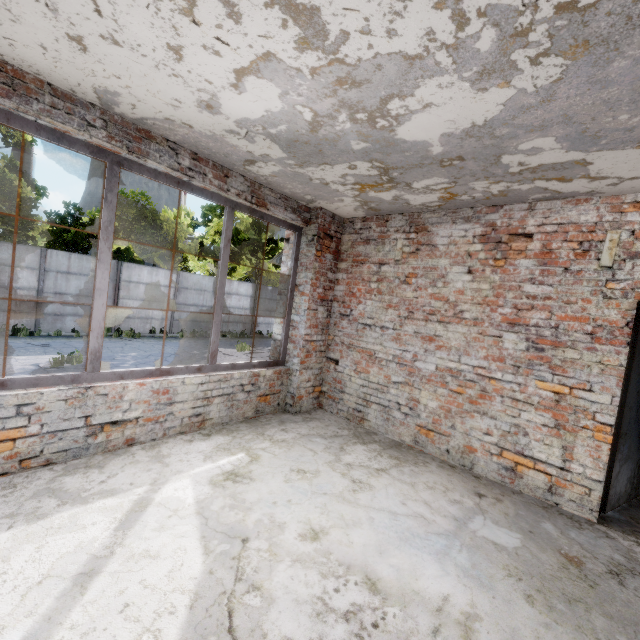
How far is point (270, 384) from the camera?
4.8m
